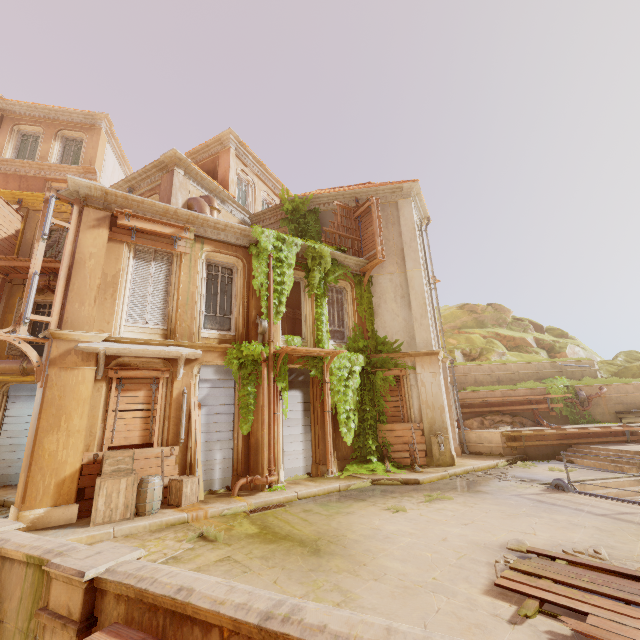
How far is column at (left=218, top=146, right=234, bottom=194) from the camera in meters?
16.7 m

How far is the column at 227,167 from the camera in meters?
16.7 m

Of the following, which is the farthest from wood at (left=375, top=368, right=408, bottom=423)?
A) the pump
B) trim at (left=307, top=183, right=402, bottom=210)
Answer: trim at (left=307, top=183, right=402, bottom=210)

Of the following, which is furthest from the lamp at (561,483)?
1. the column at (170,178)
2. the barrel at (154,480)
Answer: the column at (170,178)

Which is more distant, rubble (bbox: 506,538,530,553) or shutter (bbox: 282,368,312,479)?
shutter (bbox: 282,368,312,479)

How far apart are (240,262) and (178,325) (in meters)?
3.39

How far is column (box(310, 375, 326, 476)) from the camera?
11.6 meters

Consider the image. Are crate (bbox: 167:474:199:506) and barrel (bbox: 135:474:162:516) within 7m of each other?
yes
